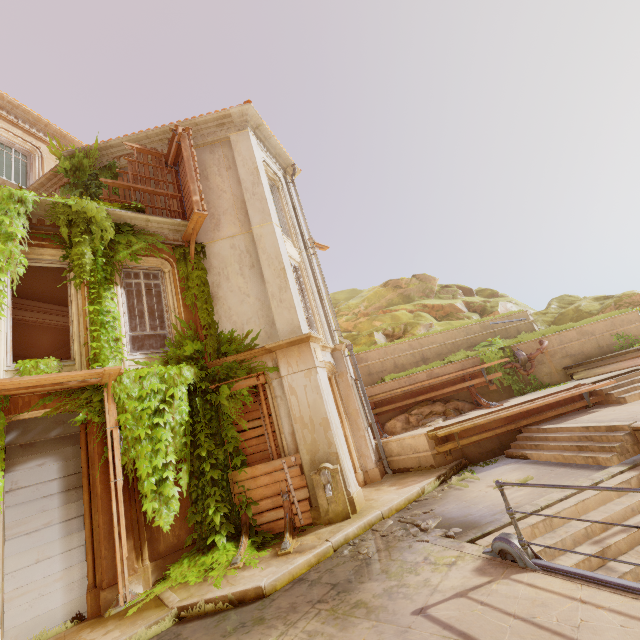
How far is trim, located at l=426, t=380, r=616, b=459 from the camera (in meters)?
9.34

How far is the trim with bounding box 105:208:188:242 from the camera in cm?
878

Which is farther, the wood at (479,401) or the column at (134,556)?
the wood at (479,401)

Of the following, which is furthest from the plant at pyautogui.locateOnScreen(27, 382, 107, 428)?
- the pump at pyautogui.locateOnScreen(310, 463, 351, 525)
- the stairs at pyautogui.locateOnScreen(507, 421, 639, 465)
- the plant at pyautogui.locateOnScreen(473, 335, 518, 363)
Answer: the plant at pyautogui.locateOnScreen(473, 335, 518, 363)

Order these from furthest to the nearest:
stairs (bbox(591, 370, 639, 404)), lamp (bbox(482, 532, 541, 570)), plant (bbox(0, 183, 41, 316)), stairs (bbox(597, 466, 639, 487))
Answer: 1. stairs (bbox(591, 370, 639, 404))
2. plant (bbox(0, 183, 41, 316))
3. stairs (bbox(597, 466, 639, 487))
4. lamp (bbox(482, 532, 541, 570))

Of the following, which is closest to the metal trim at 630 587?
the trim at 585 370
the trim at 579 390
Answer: the trim at 579 390

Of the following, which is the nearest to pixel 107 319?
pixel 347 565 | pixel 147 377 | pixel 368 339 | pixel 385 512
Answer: pixel 147 377

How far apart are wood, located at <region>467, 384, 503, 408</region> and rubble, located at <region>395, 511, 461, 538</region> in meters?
5.9 m
